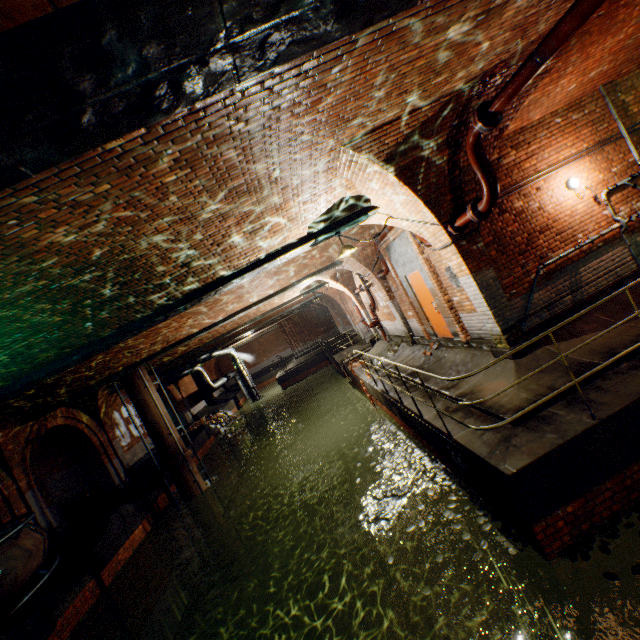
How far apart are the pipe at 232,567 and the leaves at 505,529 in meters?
10.7 m

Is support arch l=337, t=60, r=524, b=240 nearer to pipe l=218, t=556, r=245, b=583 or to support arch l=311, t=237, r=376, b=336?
support arch l=311, t=237, r=376, b=336

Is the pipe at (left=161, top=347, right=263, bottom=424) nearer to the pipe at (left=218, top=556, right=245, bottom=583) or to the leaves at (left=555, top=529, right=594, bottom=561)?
the pipe at (left=218, top=556, right=245, bottom=583)

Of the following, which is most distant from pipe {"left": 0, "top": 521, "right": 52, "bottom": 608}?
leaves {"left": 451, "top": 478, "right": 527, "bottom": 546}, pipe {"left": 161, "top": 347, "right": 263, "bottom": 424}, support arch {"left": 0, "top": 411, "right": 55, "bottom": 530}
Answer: pipe {"left": 161, "top": 347, "right": 263, "bottom": 424}

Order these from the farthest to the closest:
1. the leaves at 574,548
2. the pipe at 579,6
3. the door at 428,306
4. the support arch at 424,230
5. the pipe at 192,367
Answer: the pipe at 192,367 < the door at 428,306 < the support arch at 424,230 < the leaves at 574,548 < the pipe at 579,6

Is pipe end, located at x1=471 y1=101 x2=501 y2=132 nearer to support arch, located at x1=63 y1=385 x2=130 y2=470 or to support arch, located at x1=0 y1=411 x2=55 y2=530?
support arch, located at x1=0 y1=411 x2=55 y2=530

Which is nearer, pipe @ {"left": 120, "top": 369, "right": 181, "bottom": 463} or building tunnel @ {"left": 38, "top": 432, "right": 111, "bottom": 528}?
pipe @ {"left": 120, "top": 369, "right": 181, "bottom": 463}

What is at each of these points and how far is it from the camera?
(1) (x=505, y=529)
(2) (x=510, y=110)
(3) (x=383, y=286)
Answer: (1) leaves, 4.8 meters
(2) support arch, 5.3 meters
(3) support arch, 11.6 meters
